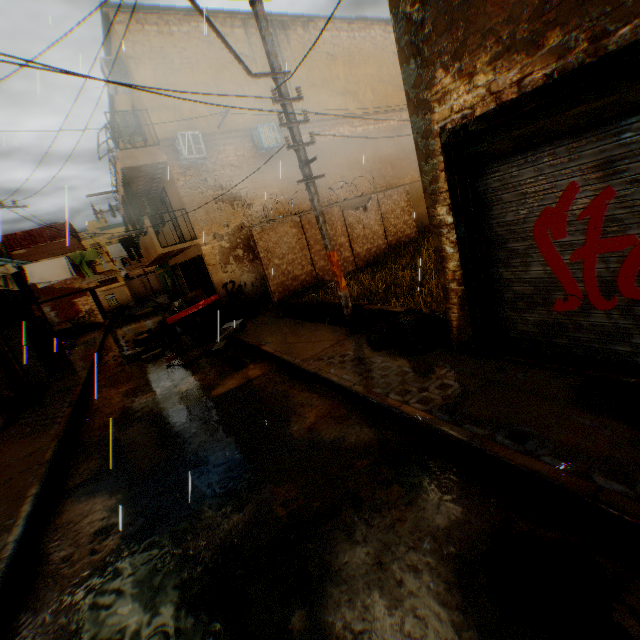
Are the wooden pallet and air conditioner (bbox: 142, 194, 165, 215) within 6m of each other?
no

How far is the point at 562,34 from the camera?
3.1 meters

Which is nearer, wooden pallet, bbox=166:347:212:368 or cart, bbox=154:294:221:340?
wooden pallet, bbox=166:347:212:368

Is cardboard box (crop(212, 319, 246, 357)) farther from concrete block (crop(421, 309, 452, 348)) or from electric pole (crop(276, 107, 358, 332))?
electric pole (crop(276, 107, 358, 332))

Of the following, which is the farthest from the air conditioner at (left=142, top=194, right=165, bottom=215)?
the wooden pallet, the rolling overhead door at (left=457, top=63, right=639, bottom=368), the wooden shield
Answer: the wooden shield

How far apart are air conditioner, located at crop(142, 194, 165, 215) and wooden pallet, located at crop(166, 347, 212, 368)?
7.5m

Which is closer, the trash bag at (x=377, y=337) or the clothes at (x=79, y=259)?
the trash bag at (x=377, y=337)

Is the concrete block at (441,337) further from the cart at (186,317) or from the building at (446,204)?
the cart at (186,317)
